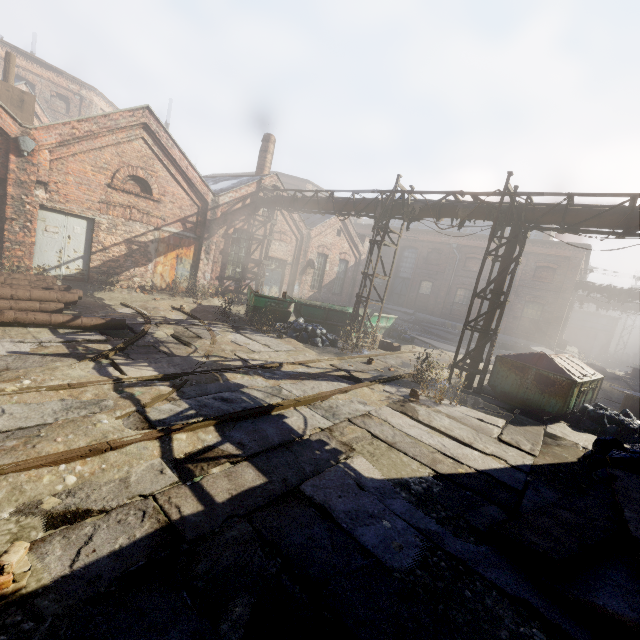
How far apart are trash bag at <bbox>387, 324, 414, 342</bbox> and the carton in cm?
299

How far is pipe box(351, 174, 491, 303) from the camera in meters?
11.2

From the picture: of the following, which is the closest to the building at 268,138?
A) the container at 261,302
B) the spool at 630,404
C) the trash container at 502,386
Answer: the container at 261,302

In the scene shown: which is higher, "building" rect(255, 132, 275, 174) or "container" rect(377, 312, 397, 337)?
"building" rect(255, 132, 275, 174)

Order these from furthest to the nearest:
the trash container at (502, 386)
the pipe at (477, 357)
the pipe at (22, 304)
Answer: the pipe at (477, 357) → the trash container at (502, 386) → the pipe at (22, 304)

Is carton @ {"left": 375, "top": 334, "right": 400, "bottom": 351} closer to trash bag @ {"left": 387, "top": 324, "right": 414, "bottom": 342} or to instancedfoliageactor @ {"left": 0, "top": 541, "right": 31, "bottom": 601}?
trash bag @ {"left": 387, "top": 324, "right": 414, "bottom": 342}

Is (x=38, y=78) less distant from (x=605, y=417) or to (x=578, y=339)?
(x=605, y=417)

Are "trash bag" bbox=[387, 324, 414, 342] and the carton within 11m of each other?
yes
